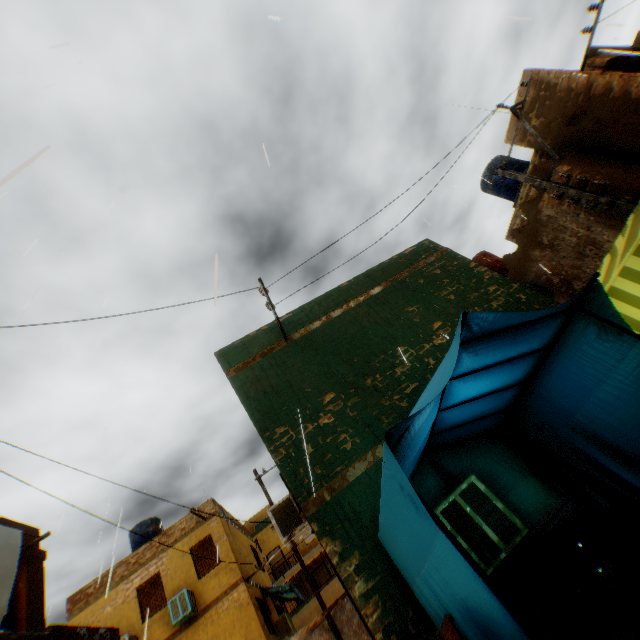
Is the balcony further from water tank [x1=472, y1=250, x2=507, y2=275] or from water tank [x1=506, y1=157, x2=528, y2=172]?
water tank [x1=506, y1=157, x2=528, y2=172]

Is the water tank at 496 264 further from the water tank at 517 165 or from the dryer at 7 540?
the water tank at 517 165

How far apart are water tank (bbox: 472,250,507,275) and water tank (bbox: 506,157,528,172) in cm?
231

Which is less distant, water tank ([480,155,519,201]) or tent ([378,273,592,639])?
tent ([378,273,592,639])

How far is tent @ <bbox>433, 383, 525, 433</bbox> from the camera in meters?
4.2

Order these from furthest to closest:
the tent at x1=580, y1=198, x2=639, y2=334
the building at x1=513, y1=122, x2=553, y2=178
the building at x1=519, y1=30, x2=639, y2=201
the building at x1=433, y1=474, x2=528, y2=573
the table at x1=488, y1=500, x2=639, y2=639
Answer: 1. the building at x1=513, y1=122, x2=553, y2=178
2. the building at x1=519, y1=30, x2=639, y2=201
3. the building at x1=433, y1=474, x2=528, y2=573
4. the tent at x1=580, y1=198, x2=639, y2=334
5. the table at x1=488, y1=500, x2=639, y2=639

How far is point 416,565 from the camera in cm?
320

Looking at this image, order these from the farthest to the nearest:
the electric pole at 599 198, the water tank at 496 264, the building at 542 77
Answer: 1. the water tank at 496 264
2. the building at 542 77
3. the electric pole at 599 198
